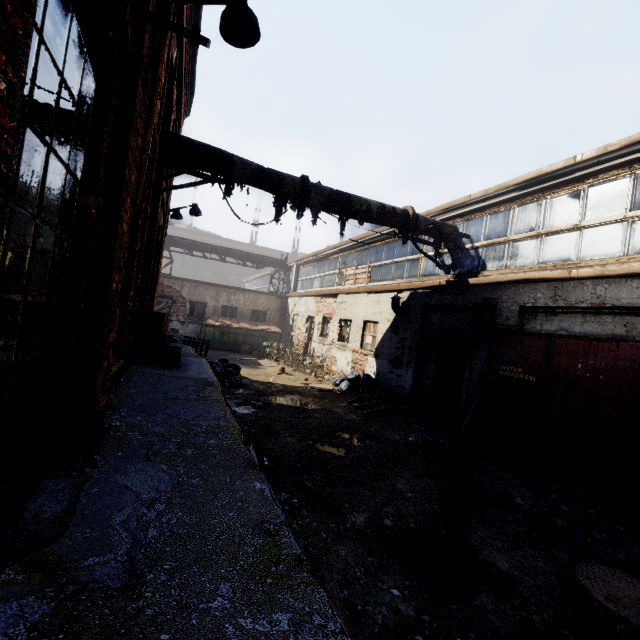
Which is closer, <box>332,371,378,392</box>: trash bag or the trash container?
<box>332,371,378,392</box>: trash bag

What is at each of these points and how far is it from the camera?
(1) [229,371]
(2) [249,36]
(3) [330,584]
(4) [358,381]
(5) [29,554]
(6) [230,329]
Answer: (1) trash bag, 10.2m
(2) light, 3.5m
(3) pallet, 2.9m
(4) trash bag, 11.4m
(5) building, 1.5m
(6) trash container, 18.0m

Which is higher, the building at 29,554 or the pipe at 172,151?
the pipe at 172,151

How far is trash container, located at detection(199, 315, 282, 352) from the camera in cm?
1761

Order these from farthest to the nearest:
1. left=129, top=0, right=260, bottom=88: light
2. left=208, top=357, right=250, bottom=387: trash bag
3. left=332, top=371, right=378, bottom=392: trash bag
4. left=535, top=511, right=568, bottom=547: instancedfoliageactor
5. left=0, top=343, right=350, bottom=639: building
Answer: left=332, top=371, right=378, bottom=392: trash bag, left=208, top=357, right=250, bottom=387: trash bag, left=535, top=511, right=568, bottom=547: instancedfoliageactor, left=129, top=0, right=260, bottom=88: light, left=0, top=343, right=350, bottom=639: building

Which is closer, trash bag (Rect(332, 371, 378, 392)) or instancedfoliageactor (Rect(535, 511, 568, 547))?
instancedfoliageactor (Rect(535, 511, 568, 547))

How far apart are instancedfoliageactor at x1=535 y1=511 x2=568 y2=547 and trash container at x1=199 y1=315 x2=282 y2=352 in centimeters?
1581cm

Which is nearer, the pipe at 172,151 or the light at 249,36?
the light at 249,36
